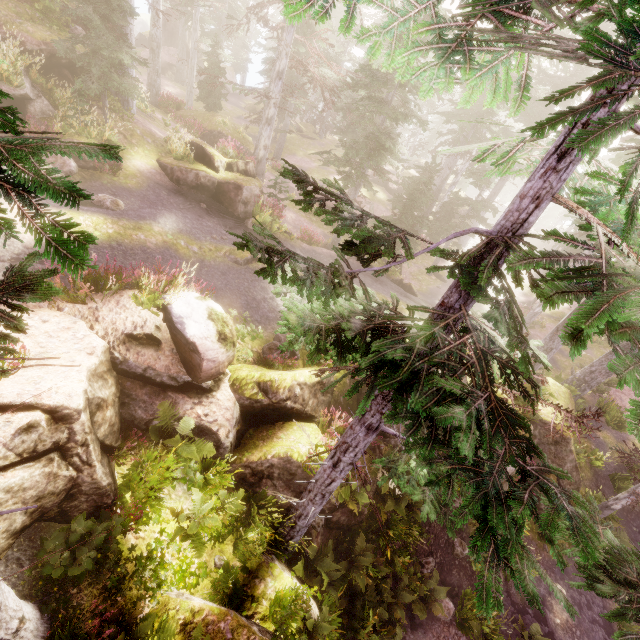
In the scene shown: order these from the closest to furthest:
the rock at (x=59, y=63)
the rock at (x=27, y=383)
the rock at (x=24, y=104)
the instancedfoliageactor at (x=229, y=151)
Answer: the rock at (x=27, y=383)
the rock at (x=24, y=104)
the rock at (x=59, y=63)
the instancedfoliageactor at (x=229, y=151)

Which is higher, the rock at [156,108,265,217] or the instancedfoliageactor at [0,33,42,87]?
the instancedfoliageactor at [0,33,42,87]

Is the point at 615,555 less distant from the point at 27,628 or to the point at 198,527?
the point at 198,527

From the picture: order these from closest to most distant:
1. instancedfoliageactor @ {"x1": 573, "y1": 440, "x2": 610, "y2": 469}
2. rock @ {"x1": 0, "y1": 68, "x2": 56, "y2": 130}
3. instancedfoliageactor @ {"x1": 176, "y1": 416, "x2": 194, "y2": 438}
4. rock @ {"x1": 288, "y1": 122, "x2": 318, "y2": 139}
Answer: instancedfoliageactor @ {"x1": 176, "y1": 416, "x2": 194, "y2": 438} → rock @ {"x1": 0, "y1": 68, "x2": 56, "y2": 130} → instancedfoliageactor @ {"x1": 573, "y1": 440, "x2": 610, "y2": 469} → rock @ {"x1": 288, "y1": 122, "x2": 318, "y2": 139}

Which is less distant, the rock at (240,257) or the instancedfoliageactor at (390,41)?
the instancedfoliageactor at (390,41)

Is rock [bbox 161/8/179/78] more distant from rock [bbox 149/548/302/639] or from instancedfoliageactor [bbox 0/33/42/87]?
rock [bbox 149/548/302/639]

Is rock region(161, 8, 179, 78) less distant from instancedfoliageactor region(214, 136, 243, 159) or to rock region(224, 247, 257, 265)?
instancedfoliageactor region(214, 136, 243, 159)

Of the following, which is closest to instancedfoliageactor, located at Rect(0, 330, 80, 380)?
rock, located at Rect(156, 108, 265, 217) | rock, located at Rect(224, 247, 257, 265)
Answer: rock, located at Rect(156, 108, 265, 217)
